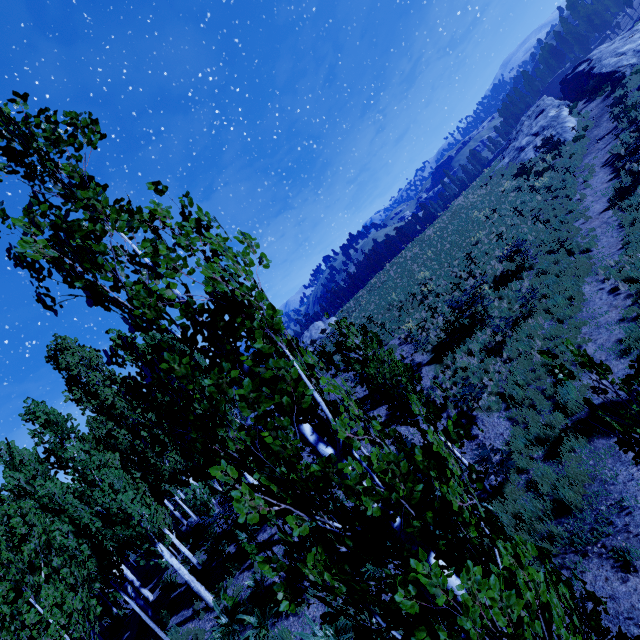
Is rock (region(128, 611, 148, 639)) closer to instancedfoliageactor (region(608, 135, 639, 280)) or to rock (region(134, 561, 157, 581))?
instancedfoliageactor (region(608, 135, 639, 280))

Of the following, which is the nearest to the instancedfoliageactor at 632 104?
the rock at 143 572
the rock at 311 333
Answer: the rock at 143 572

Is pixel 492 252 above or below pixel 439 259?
below

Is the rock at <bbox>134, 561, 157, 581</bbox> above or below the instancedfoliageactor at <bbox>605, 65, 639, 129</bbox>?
below

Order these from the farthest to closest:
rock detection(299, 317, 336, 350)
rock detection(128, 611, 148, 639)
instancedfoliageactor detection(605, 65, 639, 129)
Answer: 1. rock detection(299, 317, 336, 350)
2. instancedfoliageactor detection(605, 65, 639, 129)
3. rock detection(128, 611, 148, 639)

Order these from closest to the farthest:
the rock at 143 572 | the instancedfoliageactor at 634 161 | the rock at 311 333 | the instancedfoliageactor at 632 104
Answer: the instancedfoliageactor at 634 161 < the instancedfoliageactor at 632 104 < the rock at 143 572 < the rock at 311 333

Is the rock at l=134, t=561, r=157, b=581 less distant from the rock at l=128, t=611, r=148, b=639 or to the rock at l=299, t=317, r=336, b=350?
the rock at l=128, t=611, r=148, b=639

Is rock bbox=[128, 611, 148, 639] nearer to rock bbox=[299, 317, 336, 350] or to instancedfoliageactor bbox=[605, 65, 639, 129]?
instancedfoliageactor bbox=[605, 65, 639, 129]
